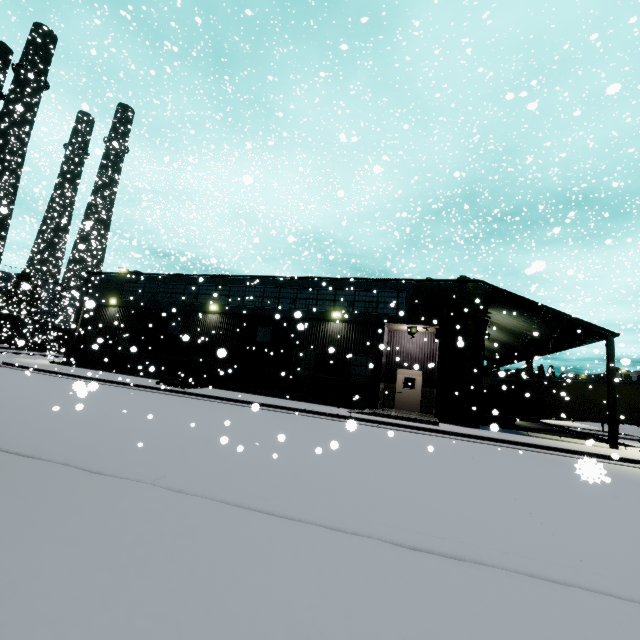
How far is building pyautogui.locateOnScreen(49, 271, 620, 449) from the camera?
17.1 meters

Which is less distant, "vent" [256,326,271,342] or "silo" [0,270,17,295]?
"vent" [256,326,271,342]

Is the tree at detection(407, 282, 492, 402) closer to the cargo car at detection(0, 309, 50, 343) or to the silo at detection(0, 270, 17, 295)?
the silo at detection(0, 270, 17, 295)

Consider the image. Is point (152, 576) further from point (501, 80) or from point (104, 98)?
point (501, 80)

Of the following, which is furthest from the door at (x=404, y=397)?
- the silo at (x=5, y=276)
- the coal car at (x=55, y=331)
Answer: the silo at (x=5, y=276)

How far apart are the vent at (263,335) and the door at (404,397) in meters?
8.0 m

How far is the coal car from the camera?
39.8m

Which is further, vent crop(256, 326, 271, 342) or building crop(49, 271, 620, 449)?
vent crop(256, 326, 271, 342)
